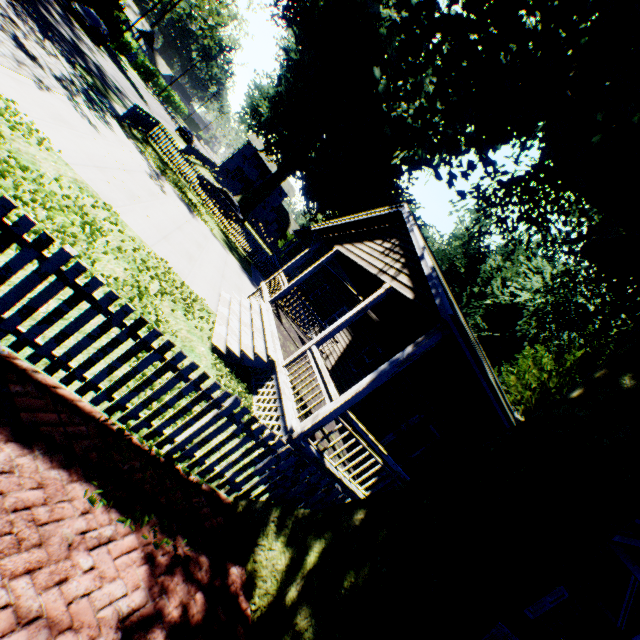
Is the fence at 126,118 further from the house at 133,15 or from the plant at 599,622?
the house at 133,15

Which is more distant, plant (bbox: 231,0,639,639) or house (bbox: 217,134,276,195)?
house (bbox: 217,134,276,195)

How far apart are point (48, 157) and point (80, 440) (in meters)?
6.95

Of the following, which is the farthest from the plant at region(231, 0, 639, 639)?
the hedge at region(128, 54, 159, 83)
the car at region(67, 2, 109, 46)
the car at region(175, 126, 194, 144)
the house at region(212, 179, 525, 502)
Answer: the hedge at region(128, 54, 159, 83)

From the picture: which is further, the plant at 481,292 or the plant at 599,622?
the plant at 599,622

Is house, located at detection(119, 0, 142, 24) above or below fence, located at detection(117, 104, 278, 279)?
above

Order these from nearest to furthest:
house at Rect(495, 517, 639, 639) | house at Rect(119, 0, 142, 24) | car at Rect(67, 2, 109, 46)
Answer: house at Rect(495, 517, 639, 639) → car at Rect(67, 2, 109, 46) → house at Rect(119, 0, 142, 24)

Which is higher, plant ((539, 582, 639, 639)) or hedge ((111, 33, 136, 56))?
plant ((539, 582, 639, 639))
